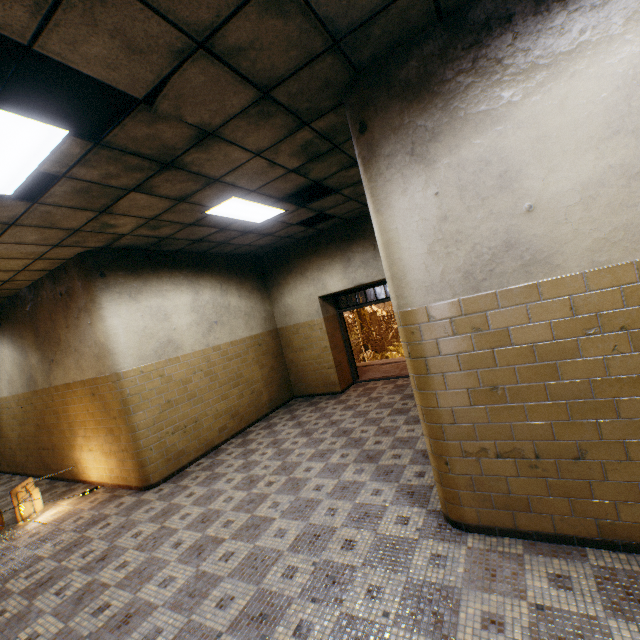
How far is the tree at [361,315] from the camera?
21.6 meters

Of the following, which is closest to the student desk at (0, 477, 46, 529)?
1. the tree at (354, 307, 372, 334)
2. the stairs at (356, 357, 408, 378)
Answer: the stairs at (356, 357, 408, 378)

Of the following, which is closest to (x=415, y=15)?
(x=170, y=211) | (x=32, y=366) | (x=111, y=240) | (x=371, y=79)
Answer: (x=371, y=79)

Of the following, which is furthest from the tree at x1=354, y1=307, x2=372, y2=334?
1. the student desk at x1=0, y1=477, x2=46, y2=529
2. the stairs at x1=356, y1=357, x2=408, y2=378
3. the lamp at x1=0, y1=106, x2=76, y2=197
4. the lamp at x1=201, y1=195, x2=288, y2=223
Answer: the stairs at x1=356, y1=357, x2=408, y2=378

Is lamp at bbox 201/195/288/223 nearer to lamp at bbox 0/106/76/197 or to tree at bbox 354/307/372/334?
lamp at bbox 0/106/76/197

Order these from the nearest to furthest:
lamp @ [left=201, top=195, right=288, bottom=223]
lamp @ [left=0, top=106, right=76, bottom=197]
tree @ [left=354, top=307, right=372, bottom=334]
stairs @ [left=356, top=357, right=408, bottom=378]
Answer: lamp @ [left=0, top=106, right=76, bottom=197]
lamp @ [left=201, top=195, right=288, bottom=223]
stairs @ [left=356, top=357, right=408, bottom=378]
tree @ [left=354, top=307, right=372, bottom=334]

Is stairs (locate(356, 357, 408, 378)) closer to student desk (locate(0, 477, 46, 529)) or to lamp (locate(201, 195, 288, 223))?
lamp (locate(201, 195, 288, 223))

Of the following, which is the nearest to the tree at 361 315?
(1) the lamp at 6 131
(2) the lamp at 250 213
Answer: (1) the lamp at 6 131
